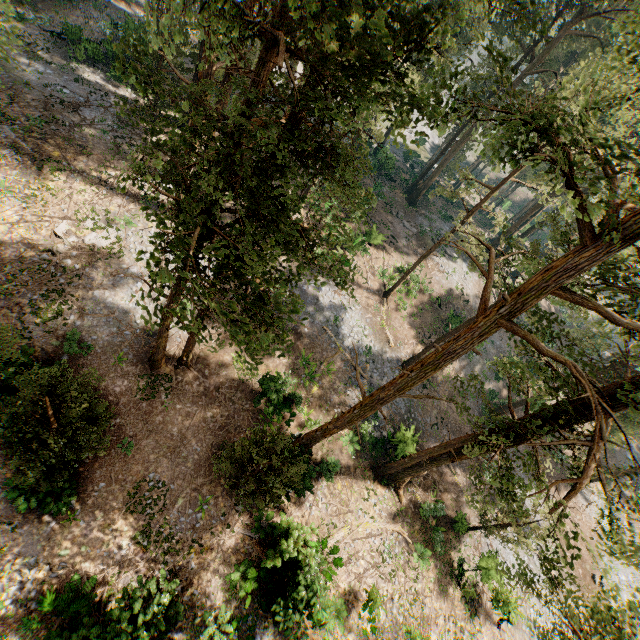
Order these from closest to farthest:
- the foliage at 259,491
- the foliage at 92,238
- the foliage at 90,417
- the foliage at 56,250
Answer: the foliage at 259,491 → the foliage at 90,417 → the foliage at 56,250 → the foliage at 92,238

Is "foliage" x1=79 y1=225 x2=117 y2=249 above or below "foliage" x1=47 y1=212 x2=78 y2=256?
above

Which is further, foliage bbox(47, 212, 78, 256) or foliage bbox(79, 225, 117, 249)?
foliage bbox(79, 225, 117, 249)

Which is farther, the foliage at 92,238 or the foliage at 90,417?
the foliage at 92,238

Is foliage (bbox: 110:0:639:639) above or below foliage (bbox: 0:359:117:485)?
above

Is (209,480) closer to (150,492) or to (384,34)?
(150,492)

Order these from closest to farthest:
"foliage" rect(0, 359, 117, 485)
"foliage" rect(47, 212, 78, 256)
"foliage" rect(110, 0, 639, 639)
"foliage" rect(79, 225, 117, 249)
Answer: "foliage" rect(110, 0, 639, 639), "foliage" rect(0, 359, 117, 485), "foliage" rect(47, 212, 78, 256), "foliage" rect(79, 225, 117, 249)
